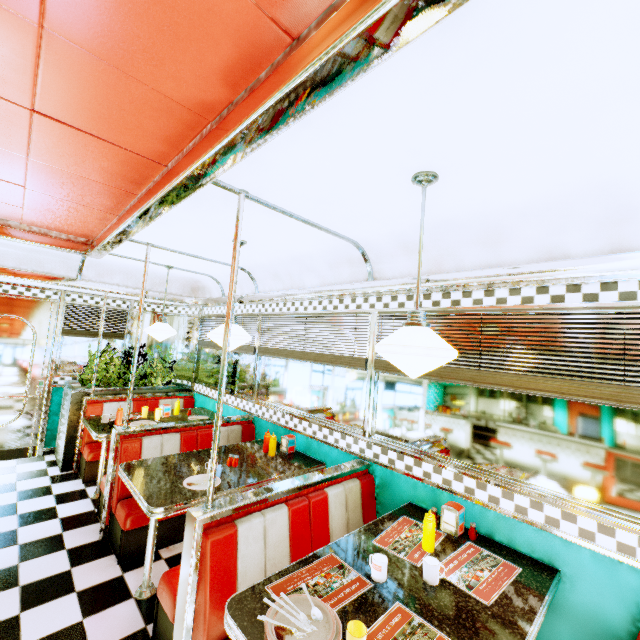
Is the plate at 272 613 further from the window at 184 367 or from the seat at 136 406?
the window at 184 367

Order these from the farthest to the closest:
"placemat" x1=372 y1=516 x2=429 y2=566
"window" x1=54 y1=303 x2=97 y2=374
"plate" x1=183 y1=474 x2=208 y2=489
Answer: "window" x1=54 y1=303 x2=97 y2=374
"plate" x1=183 y1=474 x2=208 y2=489
"placemat" x1=372 y1=516 x2=429 y2=566

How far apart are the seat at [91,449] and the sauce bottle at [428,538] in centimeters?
436cm

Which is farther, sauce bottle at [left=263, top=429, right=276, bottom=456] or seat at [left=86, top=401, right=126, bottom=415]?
seat at [left=86, top=401, right=126, bottom=415]

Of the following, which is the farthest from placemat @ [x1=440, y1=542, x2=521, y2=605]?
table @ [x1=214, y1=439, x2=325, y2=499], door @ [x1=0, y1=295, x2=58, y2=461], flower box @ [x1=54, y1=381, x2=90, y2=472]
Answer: door @ [x1=0, y1=295, x2=58, y2=461]

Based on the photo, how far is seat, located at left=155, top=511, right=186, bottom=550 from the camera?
3.2 meters

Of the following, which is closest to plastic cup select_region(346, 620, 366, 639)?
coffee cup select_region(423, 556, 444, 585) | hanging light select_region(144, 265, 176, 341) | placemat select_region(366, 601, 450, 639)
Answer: placemat select_region(366, 601, 450, 639)

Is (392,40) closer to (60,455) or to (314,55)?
(314,55)
